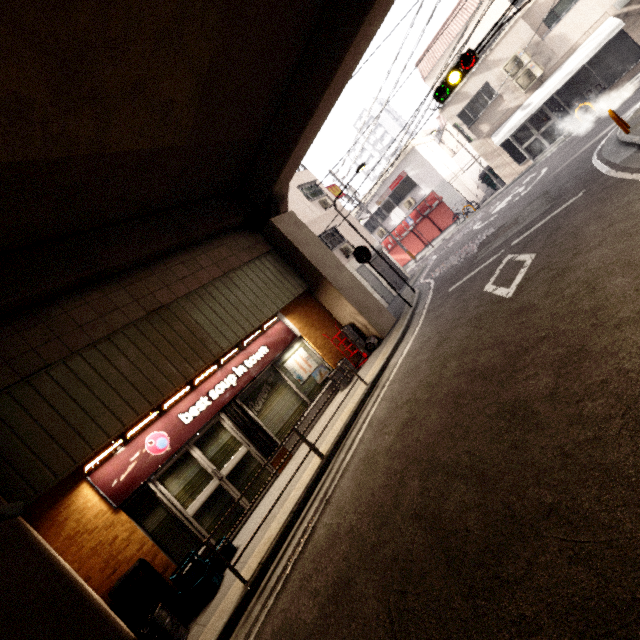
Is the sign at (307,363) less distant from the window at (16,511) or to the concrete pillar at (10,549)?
the concrete pillar at (10,549)

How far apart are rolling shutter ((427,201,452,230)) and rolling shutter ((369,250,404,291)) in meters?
6.4

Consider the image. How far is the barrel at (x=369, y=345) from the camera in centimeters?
1034cm

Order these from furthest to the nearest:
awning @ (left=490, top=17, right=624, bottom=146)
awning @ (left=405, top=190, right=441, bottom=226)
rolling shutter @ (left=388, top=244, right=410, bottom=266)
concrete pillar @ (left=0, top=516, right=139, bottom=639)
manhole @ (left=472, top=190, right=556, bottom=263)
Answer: rolling shutter @ (left=388, top=244, right=410, bottom=266) → awning @ (left=405, top=190, right=441, bottom=226) → awning @ (left=490, top=17, right=624, bottom=146) → manhole @ (left=472, top=190, right=556, bottom=263) → concrete pillar @ (left=0, top=516, right=139, bottom=639)

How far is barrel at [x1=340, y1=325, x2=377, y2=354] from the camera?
10.3m

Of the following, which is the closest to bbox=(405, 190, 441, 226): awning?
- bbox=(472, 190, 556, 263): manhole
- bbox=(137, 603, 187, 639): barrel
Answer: bbox=(472, 190, 556, 263): manhole

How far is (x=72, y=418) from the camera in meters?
5.7

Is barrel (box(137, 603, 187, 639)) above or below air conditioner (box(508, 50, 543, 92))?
below
